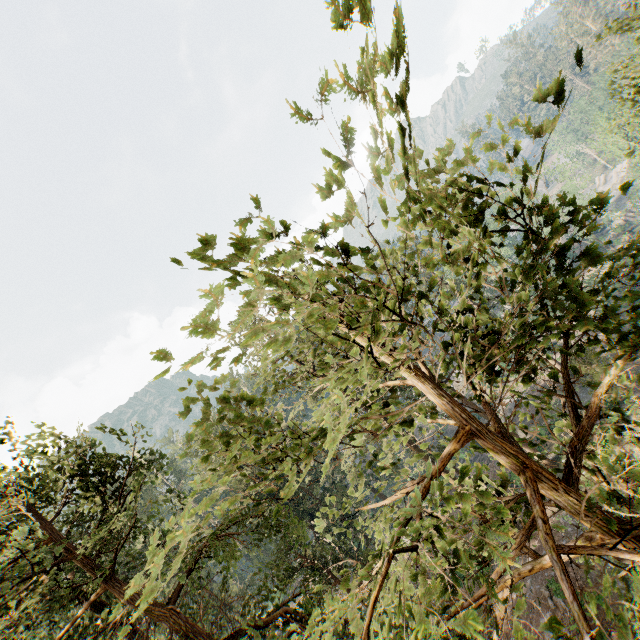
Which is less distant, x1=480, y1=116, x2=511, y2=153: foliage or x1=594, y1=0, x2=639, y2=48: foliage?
x1=480, y1=116, x2=511, y2=153: foliage

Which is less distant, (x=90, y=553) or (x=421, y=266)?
(x=90, y=553)

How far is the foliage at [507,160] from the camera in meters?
2.7

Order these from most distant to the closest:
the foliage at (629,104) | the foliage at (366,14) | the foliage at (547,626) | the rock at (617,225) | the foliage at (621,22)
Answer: the rock at (617,225)
the foliage at (629,104)
the foliage at (621,22)
the foliage at (547,626)
the foliage at (366,14)

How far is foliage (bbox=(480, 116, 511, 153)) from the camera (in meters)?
2.78

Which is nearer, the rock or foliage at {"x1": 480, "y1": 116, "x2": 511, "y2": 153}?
foliage at {"x1": 480, "y1": 116, "x2": 511, "y2": 153}

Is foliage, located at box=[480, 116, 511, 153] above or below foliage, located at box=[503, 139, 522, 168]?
above
